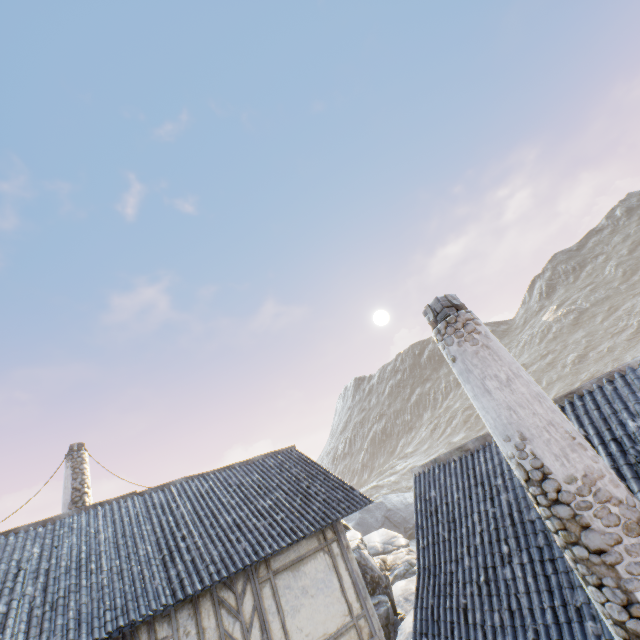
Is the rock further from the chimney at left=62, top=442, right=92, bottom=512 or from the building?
the building

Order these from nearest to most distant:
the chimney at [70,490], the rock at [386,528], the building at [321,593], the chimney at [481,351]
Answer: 1. the chimney at [481,351]
2. the building at [321,593]
3. the rock at [386,528]
4. the chimney at [70,490]

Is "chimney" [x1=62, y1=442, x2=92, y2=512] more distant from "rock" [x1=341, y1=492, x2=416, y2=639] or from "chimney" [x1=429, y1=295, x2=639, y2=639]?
"chimney" [x1=429, y1=295, x2=639, y2=639]

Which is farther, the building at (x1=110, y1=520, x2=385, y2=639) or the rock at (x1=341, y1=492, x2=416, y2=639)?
the rock at (x1=341, y1=492, x2=416, y2=639)

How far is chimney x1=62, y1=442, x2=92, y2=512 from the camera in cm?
1175

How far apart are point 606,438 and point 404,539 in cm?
2368

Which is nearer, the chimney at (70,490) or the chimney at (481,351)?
the chimney at (481,351)
